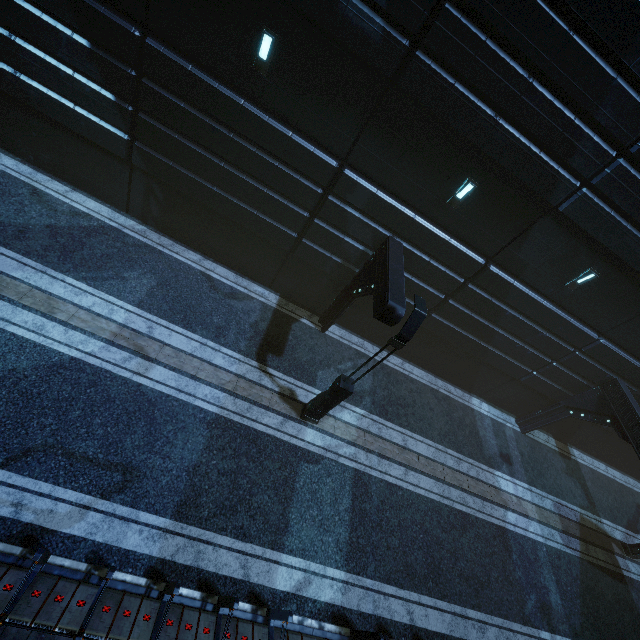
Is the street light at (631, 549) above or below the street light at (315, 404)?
below

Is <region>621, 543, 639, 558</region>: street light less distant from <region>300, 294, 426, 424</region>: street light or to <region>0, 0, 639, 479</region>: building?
<region>0, 0, 639, 479</region>: building

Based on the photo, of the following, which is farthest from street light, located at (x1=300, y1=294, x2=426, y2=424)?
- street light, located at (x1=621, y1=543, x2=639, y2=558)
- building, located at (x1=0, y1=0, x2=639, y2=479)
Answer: street light, located at (x1=621, y1=543, x2=639, y2=558)

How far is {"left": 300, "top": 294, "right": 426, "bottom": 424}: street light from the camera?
7.6m

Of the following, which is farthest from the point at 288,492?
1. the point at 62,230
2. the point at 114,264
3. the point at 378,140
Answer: the point at 62,230

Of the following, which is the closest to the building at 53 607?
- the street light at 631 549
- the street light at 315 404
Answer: the street light at 315 404

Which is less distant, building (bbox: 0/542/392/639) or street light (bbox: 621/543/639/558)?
building (bbox: 0/542/392/639)

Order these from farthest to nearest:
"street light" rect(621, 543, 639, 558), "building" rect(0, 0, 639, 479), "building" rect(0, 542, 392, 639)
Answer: "street light" rect(621, 543, 639, 558), "building" rect(0, 0, 639, 479), "building" rect(0, 542, 392, 639)
